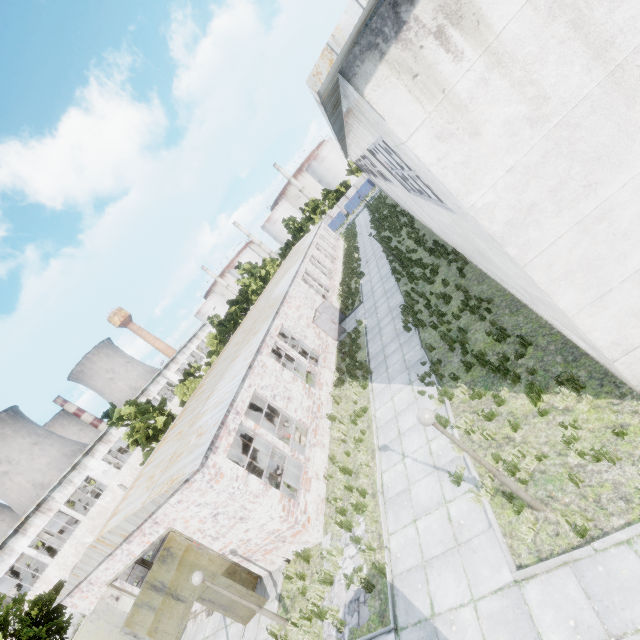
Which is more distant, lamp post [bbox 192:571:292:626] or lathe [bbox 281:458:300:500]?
lathe [bbox 281:458:300:500]

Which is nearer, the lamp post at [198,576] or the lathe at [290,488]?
the lamp post at [198,576]

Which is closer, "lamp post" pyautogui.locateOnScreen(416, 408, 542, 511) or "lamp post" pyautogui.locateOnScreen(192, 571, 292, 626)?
"lamp post" pyautogui.locateOnScreen(416, 408, 542, 511)

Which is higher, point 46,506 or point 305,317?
point 46,506

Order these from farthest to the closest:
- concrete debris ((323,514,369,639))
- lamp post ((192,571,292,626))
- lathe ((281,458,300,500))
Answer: lathe ((281,458,300,500))
lamp post ((192,571,292,626))
concrete debris ((323,514,369,639))

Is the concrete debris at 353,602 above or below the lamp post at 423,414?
below

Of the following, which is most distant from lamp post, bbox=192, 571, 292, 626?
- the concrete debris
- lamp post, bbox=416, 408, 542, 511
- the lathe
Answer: lamp post, bbox=416, 408, 542, 511

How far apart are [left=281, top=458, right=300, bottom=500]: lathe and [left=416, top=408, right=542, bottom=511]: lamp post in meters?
8.6 m
